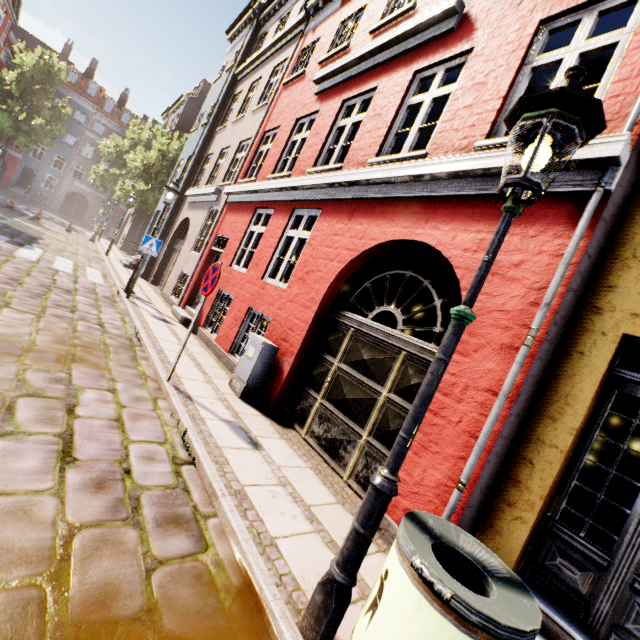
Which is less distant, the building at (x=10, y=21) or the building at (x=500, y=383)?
the building at (x=500, y=383)

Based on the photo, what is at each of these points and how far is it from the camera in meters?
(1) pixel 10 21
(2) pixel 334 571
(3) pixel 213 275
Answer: (1) building, 24.7
(2) street light, 2.0
(3) sign, 4.8

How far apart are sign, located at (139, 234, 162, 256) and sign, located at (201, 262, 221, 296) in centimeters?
537cm

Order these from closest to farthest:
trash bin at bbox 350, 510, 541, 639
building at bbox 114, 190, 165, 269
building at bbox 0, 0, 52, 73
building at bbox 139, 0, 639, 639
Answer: trash bin at bbox 350, 510, 541, 639 < building at bbox 139, 0, 639, 639 < building at bbox 114, 190, 165, 269 < building at bbox 0, 0, 52, 73

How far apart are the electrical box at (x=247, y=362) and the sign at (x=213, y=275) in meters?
1.2

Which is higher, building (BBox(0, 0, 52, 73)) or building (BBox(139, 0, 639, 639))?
building (BBox(0, 0, 52, 73))

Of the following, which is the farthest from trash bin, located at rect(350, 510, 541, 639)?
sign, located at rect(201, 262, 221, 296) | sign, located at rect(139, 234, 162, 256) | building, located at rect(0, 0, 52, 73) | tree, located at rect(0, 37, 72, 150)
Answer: tree, located at rect(0, 37, 72, 150)

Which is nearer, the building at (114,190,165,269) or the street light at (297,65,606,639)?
the street light at (297,65,606,639)
